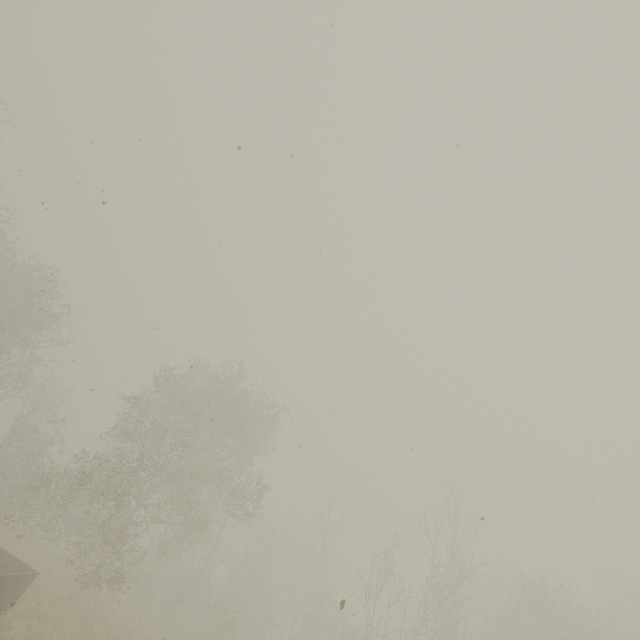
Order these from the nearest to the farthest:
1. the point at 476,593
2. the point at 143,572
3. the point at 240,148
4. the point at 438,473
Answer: the point at 240,148
the point at 438,473
the point at 143,572
the point at 476,593
